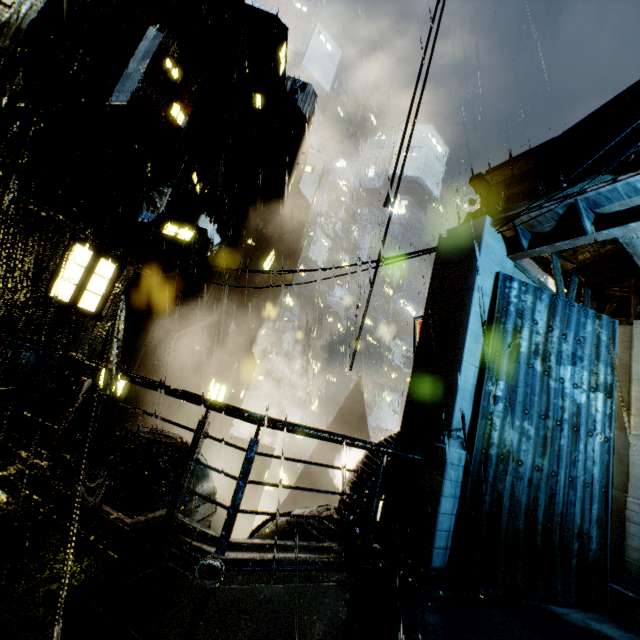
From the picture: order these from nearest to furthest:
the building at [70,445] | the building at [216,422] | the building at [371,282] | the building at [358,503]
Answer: the building at [358,503] → the building at [371,282] → the building at [70,445] → the building at [216,422]

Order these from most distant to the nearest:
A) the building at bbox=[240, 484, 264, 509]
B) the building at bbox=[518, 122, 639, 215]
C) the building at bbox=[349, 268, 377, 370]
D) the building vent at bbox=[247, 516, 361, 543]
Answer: the building at bbox=[240, 484, 264, 509]
the building at bbox=[349, 268, 377, 370]
the building vent at bbox=[247, 516, 361, 543]
the building at bbox=[518, 122, 639, 215]

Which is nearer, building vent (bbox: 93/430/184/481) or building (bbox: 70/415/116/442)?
building vent (bbox: 93/430/184/481)

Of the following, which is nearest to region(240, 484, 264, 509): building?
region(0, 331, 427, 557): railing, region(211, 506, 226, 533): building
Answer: region(0, 331, 427, 557): railing

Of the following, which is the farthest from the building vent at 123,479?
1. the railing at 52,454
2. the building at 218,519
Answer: the railing at 52,454

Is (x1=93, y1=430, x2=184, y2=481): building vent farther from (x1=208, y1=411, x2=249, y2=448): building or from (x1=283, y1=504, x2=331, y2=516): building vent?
(x1=283, y1=504, x2=331, y2=516): building vent

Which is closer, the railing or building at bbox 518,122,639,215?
the railing

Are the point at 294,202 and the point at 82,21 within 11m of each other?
no
